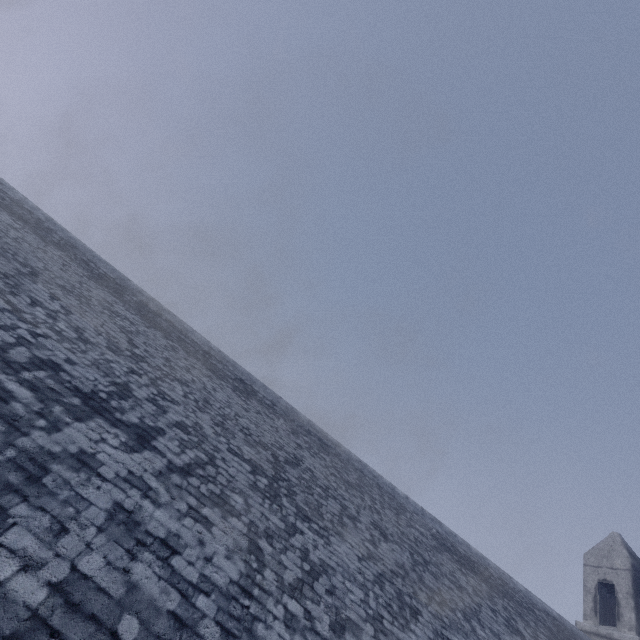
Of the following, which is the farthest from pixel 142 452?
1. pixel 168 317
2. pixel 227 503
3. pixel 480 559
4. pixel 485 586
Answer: pixel 480 559
